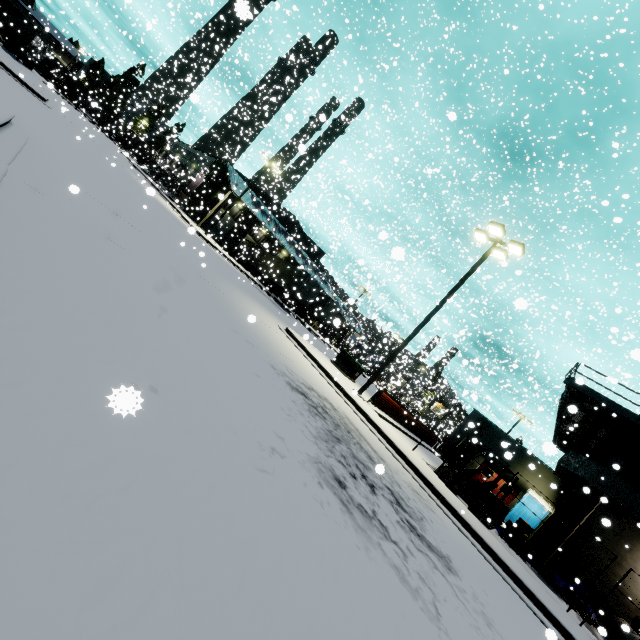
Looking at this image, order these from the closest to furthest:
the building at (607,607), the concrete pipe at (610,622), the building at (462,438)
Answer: the concrete pipe at (610,622) → the building at (607,607) → the building at (462,438)

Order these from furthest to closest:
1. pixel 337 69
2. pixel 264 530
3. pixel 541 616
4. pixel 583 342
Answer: pixel 337 69
pixel 583 342
pixel 541 616
pixel 264 530

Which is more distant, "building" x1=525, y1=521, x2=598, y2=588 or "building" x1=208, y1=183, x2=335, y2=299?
"building" x1=208, y1=183, x2=335, y2=299

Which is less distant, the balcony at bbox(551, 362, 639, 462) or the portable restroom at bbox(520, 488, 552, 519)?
the balcony at bbox(551, 362, 639, 462)

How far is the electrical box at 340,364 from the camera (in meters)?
18.75

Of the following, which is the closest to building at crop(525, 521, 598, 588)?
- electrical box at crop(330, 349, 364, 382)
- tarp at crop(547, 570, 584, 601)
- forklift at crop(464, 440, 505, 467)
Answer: tarp at crop(547, 570, 584, 601)

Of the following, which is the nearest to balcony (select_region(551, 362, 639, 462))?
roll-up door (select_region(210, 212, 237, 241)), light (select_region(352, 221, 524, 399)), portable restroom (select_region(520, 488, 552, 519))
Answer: portable restroom (select_region(520, 488, 552, 519))

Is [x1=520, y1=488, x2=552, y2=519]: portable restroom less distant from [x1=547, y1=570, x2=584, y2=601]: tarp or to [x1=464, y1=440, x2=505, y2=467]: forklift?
[x1=547, y1=570, x2=584, y2=601]: tarp
